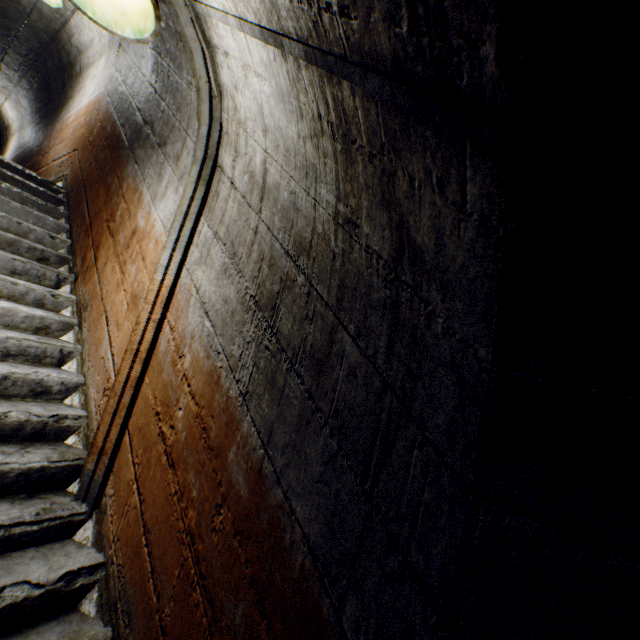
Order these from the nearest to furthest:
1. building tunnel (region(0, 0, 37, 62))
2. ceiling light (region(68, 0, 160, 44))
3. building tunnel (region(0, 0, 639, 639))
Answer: building tunnel (region(0, 0, 639, 639)) → ceiling light (region(68, 0, 160, 44)) → building tunnel (region(0, 0, 37, 62))

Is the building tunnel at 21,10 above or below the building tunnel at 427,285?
above

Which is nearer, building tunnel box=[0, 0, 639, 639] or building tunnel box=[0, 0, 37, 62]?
building tunnel box=[0, 0, 639, 639]

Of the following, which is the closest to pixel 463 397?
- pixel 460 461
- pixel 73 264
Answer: pixel 460 461

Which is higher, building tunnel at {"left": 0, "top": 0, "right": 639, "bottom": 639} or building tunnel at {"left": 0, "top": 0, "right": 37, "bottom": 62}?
building tunnel at {"left": 0, "top": 0, "right": 37, "bottom": 62}

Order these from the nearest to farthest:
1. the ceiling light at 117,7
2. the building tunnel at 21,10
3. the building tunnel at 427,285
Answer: the building tunnel at 427,285, the ceiling light at 117,7, the building tunnel at 21,10

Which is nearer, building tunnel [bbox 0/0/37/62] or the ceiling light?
the ceiling light
